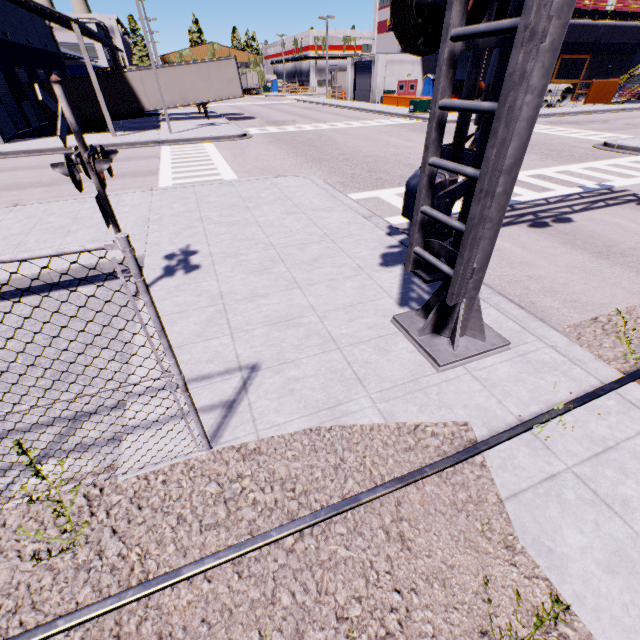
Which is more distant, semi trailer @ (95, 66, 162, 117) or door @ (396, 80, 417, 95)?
door @ (396, 80, 417, 95)

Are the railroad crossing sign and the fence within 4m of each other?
yes

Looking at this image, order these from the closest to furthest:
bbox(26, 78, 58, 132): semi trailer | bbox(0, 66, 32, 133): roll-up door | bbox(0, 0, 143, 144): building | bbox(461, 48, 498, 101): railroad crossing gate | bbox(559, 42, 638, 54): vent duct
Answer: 1. bbox(461, 48, 498, 101): railroad crossing gate
2. bbox(0, 0, 143, 144): building
3. bbox(0, 66, 32, 133): roll-up door
4. bbox(26, 78, 58, 132): semi trailer
5. bbox(559, 42, 638, 54): vent duct

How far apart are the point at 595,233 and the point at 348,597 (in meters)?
9.25

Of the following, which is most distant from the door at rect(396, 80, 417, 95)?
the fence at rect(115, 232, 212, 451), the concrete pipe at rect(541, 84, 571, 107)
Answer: the fence at rect(115, 232, 212, 451)

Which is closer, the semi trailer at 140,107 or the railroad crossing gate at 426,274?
the railroad crossing gate at 426,274

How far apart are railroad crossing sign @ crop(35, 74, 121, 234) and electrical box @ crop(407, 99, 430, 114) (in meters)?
30.64

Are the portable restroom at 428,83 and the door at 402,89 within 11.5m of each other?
yes
